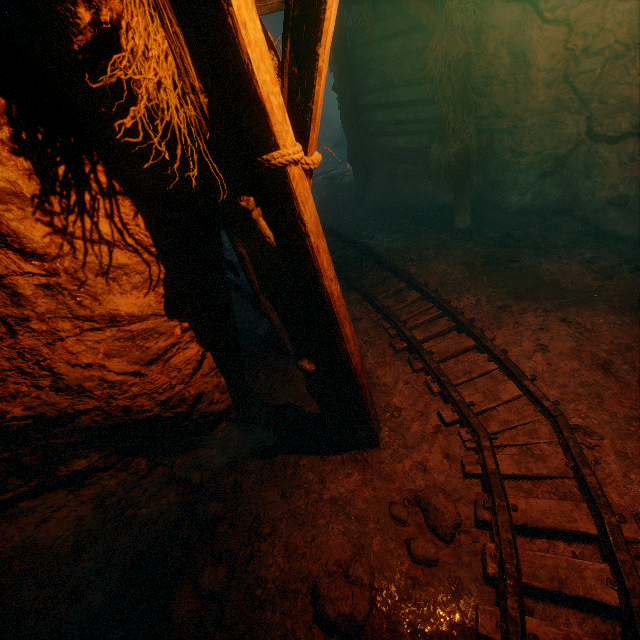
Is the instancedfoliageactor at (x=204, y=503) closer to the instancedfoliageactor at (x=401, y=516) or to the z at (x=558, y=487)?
the z at (x=558, y=487)

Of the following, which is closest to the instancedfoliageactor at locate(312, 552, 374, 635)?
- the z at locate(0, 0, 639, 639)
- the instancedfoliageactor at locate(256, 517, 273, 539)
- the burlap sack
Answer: the z at locate(0, 0, 639, 639)

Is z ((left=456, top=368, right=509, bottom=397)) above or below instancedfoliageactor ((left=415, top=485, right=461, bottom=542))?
below

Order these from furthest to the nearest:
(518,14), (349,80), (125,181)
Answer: (349,80), (518,14), (125,181)

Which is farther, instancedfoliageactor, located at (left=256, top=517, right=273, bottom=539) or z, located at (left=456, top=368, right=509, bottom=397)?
z, located at (left=456, top=368, right=509, bottom=397)

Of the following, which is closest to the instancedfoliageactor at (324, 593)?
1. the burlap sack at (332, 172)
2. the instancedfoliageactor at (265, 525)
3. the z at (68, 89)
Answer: the z at (68, 89)

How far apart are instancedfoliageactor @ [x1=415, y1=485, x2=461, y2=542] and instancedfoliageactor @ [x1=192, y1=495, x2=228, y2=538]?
1.7 meters

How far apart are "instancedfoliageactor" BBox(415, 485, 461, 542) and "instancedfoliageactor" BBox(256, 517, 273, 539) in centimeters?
127cm
